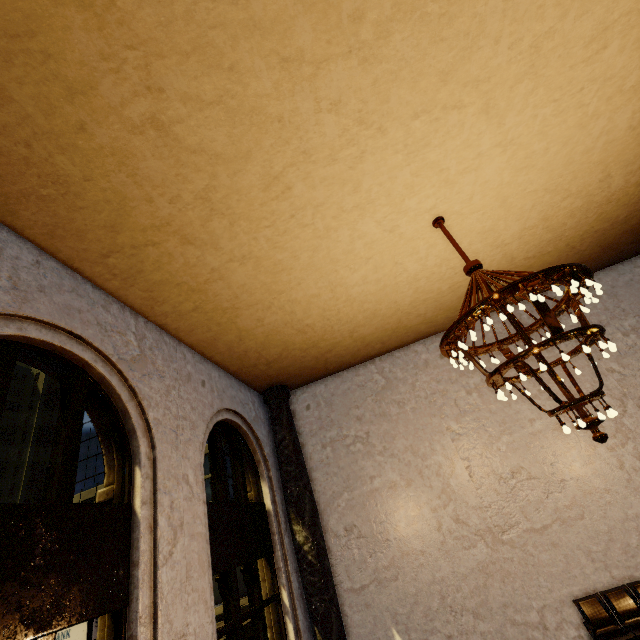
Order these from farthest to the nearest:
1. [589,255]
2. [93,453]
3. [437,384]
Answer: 1. [93,453]
2. [437,384]
3. [589,255]

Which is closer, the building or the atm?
the building

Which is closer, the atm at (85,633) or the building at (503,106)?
the building at (503,106)
